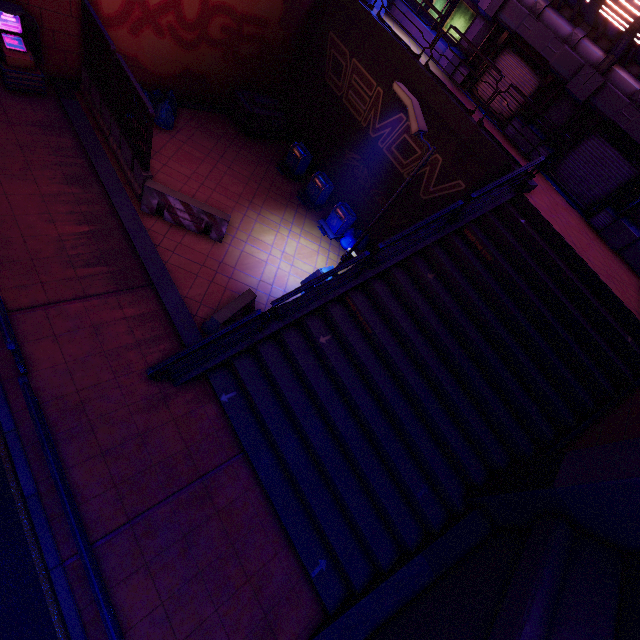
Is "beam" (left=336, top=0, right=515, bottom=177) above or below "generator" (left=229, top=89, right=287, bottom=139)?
above

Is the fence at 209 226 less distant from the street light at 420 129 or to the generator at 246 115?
the street light at 420 129

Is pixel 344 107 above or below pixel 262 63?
above

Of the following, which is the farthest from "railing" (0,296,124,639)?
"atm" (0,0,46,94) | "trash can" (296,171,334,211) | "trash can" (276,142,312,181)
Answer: "trash can" (276,142,312,181)

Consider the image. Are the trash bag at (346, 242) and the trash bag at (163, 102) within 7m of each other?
no

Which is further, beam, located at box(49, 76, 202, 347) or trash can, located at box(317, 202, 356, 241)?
trash can, located at box(317, 202, 356, 241)

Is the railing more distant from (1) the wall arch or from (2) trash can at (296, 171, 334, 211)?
(2) trash can at (296, 171, 334, 211)

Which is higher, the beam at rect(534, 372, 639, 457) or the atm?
the beam at rect(534, 372, 639, 457)
